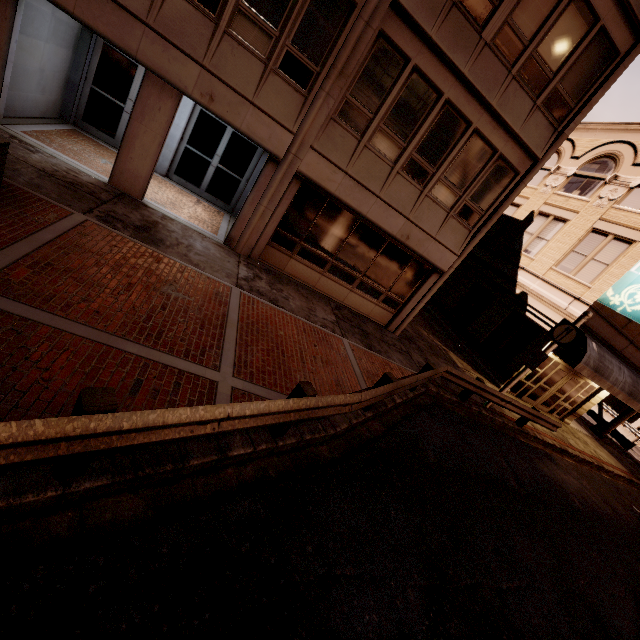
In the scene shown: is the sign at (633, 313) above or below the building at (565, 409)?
above

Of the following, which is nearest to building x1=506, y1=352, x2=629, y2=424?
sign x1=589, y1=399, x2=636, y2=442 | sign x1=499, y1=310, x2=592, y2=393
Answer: sign x1=499, y1=310, x2=592, y2=393

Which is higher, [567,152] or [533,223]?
[567,152]

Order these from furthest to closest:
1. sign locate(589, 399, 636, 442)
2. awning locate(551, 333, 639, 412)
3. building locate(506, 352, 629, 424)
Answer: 1. sign locate(589, 399, 636, 442)
2. building locate(506, 352, 629, 424)
3. awning locate(551, 333, 639, 412)

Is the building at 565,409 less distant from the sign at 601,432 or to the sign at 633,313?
the sign at 633,313

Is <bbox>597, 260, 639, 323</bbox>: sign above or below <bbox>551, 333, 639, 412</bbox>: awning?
above

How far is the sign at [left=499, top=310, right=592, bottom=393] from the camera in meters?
10.8 m

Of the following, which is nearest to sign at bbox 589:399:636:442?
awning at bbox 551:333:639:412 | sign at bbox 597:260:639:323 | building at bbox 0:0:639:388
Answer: awning at bbox 551:333:639:412
